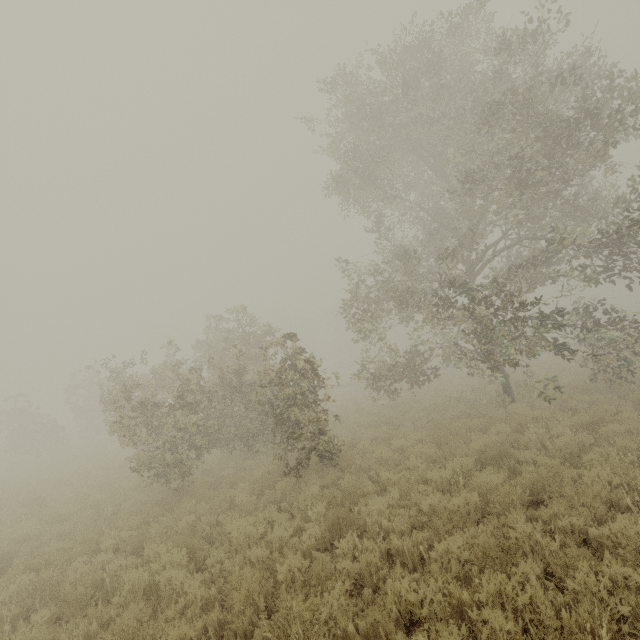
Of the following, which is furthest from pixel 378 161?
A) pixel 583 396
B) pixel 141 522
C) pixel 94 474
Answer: pixel 94 474
